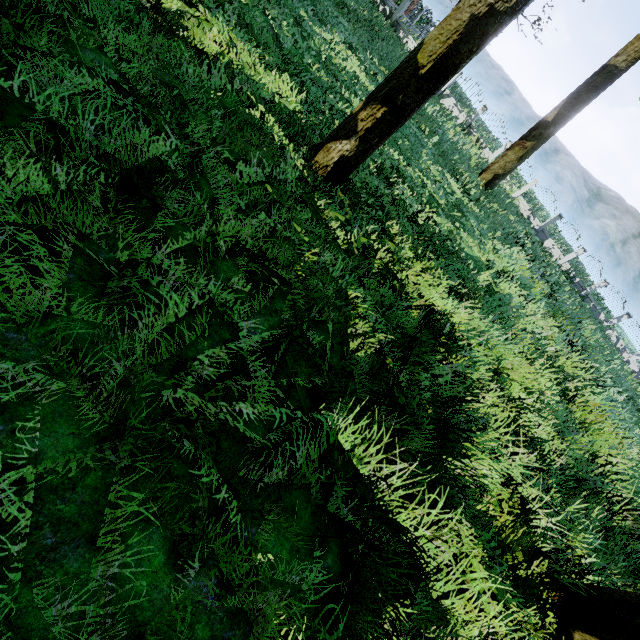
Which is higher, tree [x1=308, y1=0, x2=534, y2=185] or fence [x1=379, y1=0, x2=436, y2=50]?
fence [x1=379, y1=0, x2=436, y2=50]

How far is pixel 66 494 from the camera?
2.0m

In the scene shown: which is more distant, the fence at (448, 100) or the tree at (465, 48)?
the fence at (448, 100)

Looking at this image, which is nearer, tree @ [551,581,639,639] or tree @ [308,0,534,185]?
tree @ [551,581,639,639]

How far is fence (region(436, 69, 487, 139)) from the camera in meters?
23.6

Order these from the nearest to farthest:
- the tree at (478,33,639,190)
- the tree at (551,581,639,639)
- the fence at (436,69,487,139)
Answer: the tree at (551,581,639,639) < the tree at (478,33,639,190) < the fence at (436,69,487,139)

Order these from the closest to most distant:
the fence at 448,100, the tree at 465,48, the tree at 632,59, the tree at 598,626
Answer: the tree at 598,626 → the tree at 465,48 → the tree at 632,59 → the fence at 448,100
